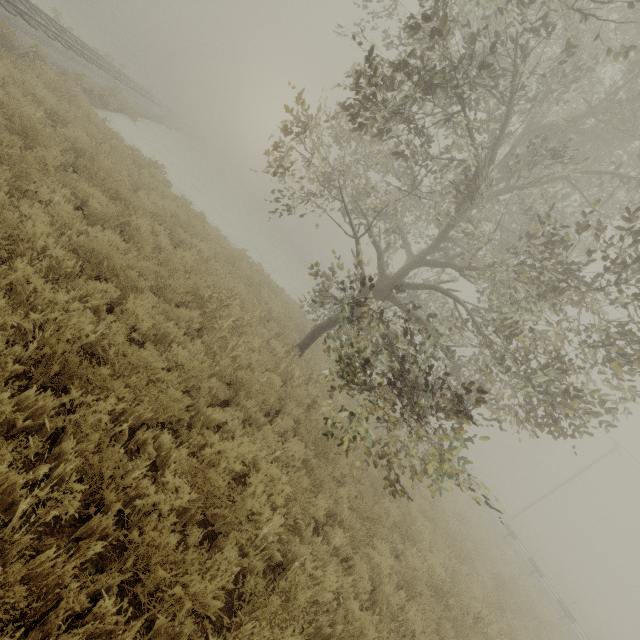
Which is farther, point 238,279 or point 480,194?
point 238,279

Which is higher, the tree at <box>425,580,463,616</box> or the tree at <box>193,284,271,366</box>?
the tree at <box>425,580,463,616</box>

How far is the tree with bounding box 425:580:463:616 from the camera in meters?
5.8 m

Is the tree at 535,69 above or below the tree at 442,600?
above

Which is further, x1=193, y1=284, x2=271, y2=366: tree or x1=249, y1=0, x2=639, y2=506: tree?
x1=193, y1=284, x2=271, y2=366: tree
